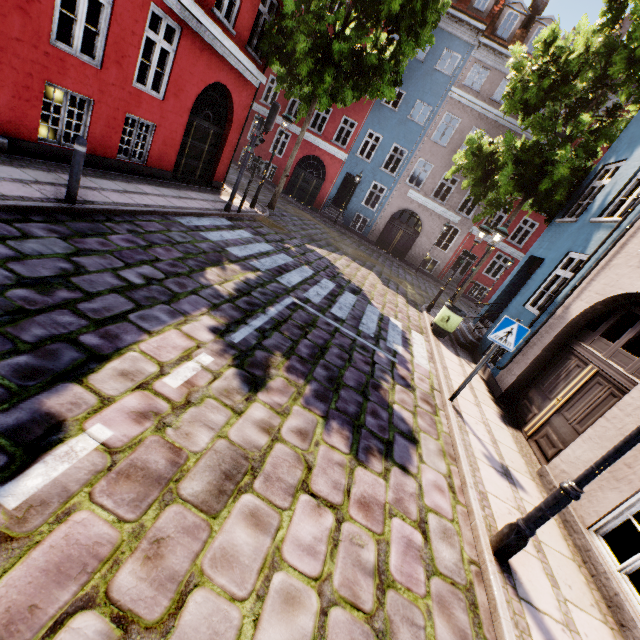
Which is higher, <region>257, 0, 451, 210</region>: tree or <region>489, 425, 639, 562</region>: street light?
<region>257, 0, 451, 210</region>: tree

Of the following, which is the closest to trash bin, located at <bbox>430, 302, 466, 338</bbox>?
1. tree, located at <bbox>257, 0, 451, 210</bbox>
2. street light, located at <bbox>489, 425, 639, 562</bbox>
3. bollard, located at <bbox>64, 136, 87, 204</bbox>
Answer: street light, located at <bbox>489, 425, 639, 562</bbox>

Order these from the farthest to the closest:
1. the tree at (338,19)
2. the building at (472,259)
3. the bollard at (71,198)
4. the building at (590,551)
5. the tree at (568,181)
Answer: the building at (472,259)
the tree at (338,19)
the tree at (568,181)
the bollard at (71,198)
the building at (590,551)

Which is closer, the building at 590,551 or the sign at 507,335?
the building at 590,551

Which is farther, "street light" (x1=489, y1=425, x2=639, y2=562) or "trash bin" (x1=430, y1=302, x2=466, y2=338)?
"trash bin" (x1=430, y1=302, x2=466, y2=338)

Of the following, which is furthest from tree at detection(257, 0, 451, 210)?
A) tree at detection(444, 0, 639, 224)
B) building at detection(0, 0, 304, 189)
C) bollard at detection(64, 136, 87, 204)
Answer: bollard at detection(64, 136, 87, 204)

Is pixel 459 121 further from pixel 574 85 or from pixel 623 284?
pixel 623 284

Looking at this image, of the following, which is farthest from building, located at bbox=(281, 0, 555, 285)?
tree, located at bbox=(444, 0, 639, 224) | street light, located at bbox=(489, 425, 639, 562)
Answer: street light, located at bbox=(489, 425, 639, 562)
